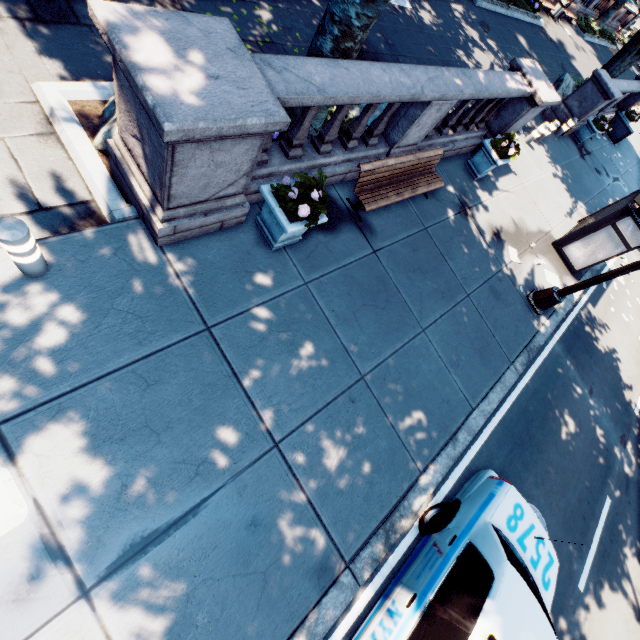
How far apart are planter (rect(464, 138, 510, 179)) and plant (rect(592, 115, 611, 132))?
10.3m

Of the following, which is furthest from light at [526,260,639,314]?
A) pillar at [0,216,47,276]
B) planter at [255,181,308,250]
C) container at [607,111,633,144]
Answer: container at [607,111,633,144]

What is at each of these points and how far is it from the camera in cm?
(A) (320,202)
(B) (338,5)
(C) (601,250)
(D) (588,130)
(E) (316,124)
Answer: (A) plant, 483
(B) tree, 458
(C) bus stop, 976
(D) planter, 1531
(E) tree, 620

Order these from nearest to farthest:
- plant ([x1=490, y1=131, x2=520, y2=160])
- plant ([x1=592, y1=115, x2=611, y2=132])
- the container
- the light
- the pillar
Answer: the pillar
the light
plant ([x1=490, y1=131, x2=520, y2=160])
plant ([x1=592, y1=115, x2=611, y2=132])
the container

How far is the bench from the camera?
6.22m

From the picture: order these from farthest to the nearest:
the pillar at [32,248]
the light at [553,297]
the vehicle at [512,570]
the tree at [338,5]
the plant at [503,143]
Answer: the plant at [503,143] < the light at [553,297] < the tree at [338,5] < the vehicle at [512,570] < the pillar at [32,248]

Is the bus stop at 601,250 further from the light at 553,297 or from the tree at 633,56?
the tree at 633,56

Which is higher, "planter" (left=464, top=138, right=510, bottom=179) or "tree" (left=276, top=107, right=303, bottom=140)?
"tree" (left=276, top=107, right=303, bottom=140)
